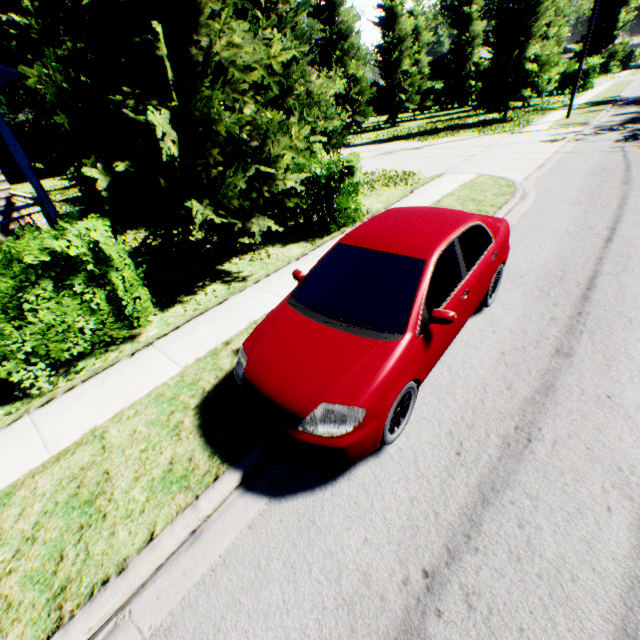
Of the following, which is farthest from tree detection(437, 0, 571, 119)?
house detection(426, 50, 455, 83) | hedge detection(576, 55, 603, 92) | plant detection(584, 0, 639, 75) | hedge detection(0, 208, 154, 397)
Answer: plant detection(584, 0, 639, 75)

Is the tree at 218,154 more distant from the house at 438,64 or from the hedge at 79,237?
the house at 438,64

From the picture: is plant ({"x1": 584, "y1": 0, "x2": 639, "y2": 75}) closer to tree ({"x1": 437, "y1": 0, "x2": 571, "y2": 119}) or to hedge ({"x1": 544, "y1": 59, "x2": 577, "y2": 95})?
tree ({"x1": 437, "y1": 0, "x2": 571, "y2": 119})

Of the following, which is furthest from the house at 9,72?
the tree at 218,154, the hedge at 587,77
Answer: the hedge at 587,77

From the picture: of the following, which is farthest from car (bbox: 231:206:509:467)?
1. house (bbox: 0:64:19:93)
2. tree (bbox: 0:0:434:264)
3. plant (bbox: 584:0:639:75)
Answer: plant (bbox: 584:0:639:75)

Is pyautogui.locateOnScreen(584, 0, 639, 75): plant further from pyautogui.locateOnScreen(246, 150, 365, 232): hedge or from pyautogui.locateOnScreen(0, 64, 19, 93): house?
pyautogui.locateOnScreen(246, 150, 365, 232): hedge

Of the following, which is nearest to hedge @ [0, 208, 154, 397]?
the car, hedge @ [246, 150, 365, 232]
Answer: the car

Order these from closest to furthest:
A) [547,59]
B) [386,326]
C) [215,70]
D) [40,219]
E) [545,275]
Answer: [386,326] → [545,275] → [215,70] → [40,219] → [547,59]
